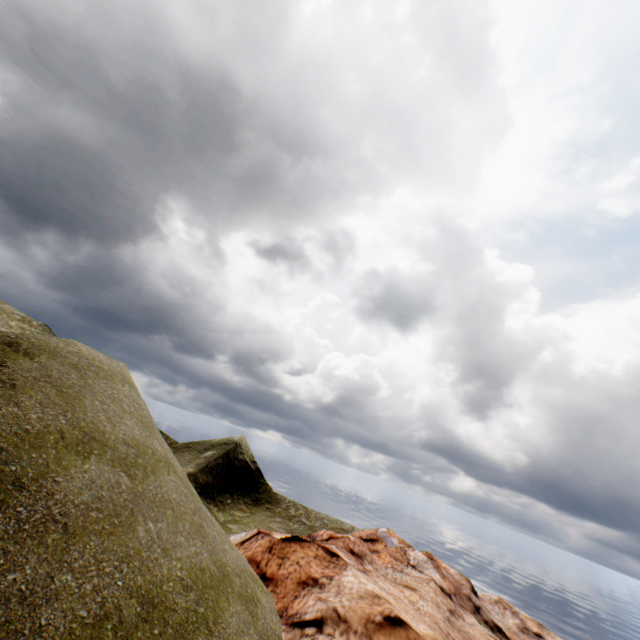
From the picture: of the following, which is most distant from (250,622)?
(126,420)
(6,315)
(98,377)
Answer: (6,315)
